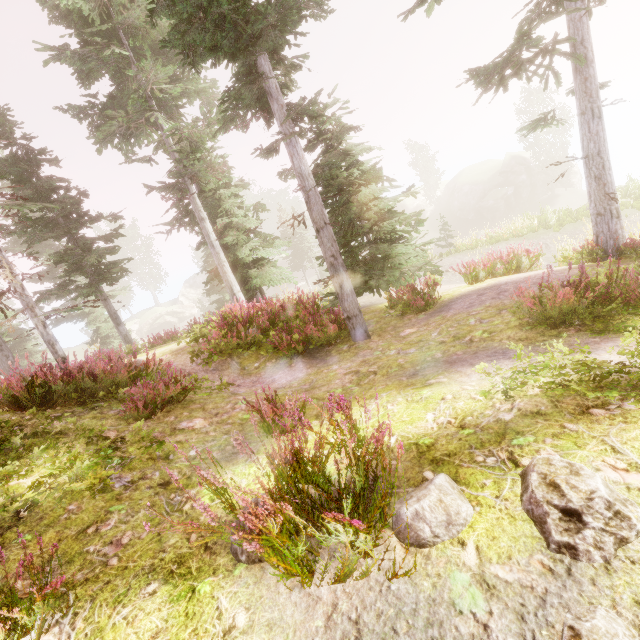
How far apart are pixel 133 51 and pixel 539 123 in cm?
1276

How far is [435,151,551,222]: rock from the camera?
40.22m

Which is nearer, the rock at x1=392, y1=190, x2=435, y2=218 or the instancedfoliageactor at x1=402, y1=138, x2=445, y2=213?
the instancedfoliageactor at x1=402, y1=138, x2=445, y2=213

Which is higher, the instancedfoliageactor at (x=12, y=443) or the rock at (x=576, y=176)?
the instancedfoliageactor at (x=12, y=443)

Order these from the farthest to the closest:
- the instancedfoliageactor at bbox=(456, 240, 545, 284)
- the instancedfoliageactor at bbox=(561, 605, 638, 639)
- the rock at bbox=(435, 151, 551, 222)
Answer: the rock at bbox=(435, 151, 551, 222)
the instancedfoliageactor at bbox=(456, 240, 545, 284)
the instancedfoliageactor at bbox=(561, 605, 638, 639)

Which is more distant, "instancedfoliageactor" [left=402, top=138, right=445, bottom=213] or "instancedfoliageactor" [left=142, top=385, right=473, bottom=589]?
"instancedfoliageactor" [left=402, top=138, right=445, bottom=213]
